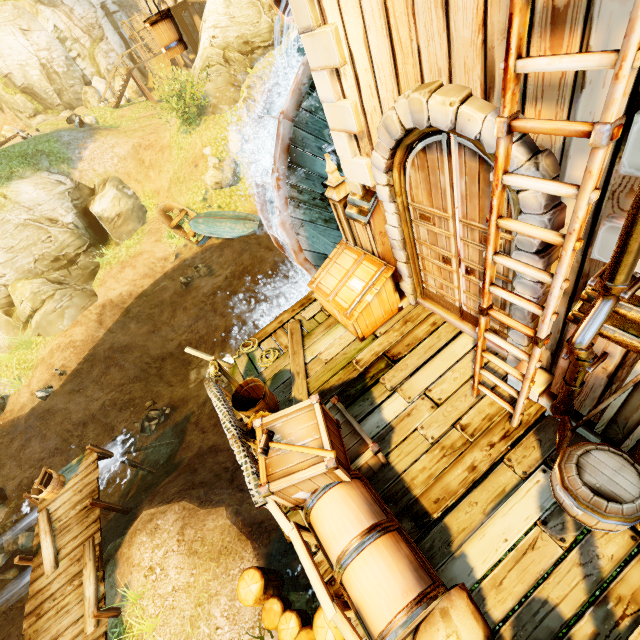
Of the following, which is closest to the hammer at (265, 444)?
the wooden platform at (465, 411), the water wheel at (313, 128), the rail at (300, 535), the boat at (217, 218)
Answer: the rail at (300, 535)

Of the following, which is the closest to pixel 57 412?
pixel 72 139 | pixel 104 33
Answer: pixel 72 139

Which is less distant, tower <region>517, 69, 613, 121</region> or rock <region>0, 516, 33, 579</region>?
tower <region>517, 69, 613, 121</region>

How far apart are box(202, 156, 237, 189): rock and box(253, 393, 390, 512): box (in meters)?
15.39

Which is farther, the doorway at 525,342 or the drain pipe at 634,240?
the doorway at 525,342

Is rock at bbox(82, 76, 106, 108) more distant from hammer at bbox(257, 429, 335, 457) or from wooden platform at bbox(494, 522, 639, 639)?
hammer at bbox(257, 429, 335, 457)

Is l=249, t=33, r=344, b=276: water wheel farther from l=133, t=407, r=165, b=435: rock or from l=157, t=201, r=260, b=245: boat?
l=133, t=407, r=165, b=435: rock

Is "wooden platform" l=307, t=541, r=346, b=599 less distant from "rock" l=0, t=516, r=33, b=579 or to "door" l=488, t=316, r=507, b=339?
"door" l=488, t=316, r=507, b=339
